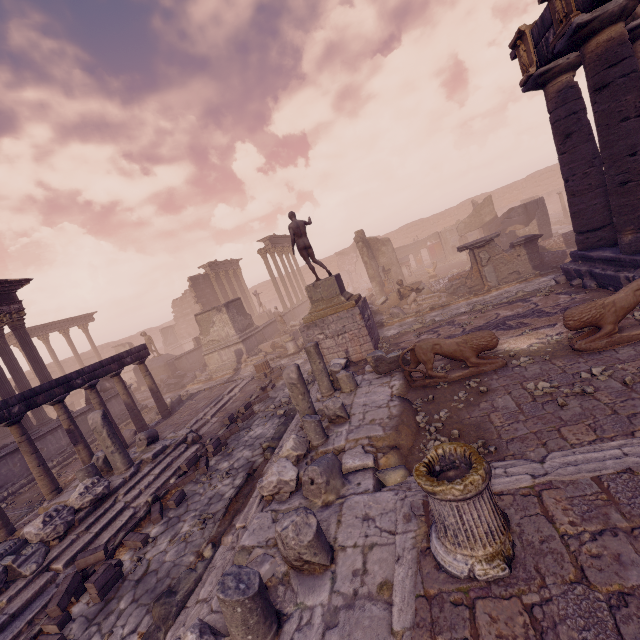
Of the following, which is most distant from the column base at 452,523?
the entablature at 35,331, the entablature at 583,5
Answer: the entablature at 35,331

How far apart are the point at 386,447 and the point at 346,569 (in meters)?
2.37

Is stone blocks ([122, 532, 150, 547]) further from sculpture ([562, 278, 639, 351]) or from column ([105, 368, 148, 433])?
sculpture ([562, 278, 639, 351])

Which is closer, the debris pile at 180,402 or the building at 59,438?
the building at 59,438

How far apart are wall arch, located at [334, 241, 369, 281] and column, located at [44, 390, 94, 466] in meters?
38.5 m

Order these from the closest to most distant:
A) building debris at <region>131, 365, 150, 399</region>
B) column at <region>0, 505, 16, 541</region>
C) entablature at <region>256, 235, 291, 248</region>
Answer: column at <region>0, 505, 16, 541</region> → building debris at <region>131, 365, 150, 399</region> → entablature at <region>256, 235, 291, 248</region>

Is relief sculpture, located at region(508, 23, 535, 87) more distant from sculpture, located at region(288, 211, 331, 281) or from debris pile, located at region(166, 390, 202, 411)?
debris pile, located at region(166, 390, 202, 411)

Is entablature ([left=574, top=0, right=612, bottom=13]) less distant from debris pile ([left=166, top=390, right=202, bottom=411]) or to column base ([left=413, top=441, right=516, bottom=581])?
column base ([left=413, top=441, right=516, bottom=581])
